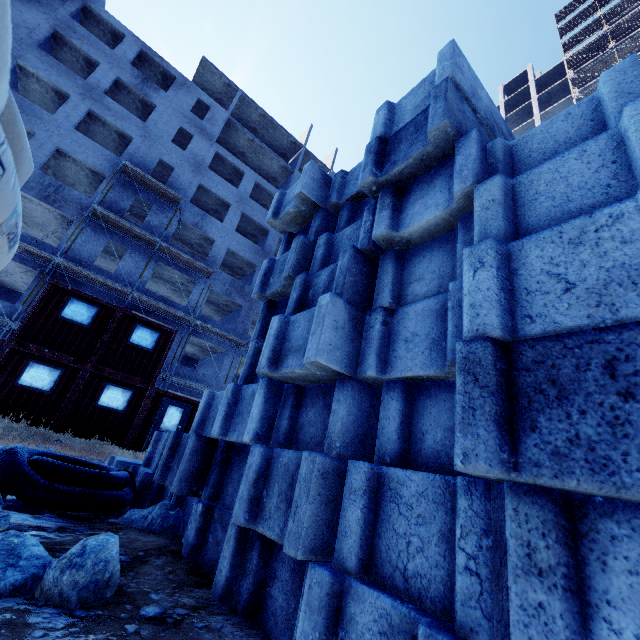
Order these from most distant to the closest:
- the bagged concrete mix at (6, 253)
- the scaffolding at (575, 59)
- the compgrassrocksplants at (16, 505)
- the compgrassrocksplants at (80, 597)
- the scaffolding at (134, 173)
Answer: the scaffolding at (575, 59) → the scaffolding at (134, 173) → the compgrassrocksplants at (16, 505) → the compgrassrocksplants at (80, 597) → the bagged concrete mix at (6, 253)

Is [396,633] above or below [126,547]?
above

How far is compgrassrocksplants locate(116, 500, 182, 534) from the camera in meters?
2.2 m

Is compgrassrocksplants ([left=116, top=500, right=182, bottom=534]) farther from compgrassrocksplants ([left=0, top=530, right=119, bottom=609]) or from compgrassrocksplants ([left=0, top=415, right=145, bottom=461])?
compgrassrocksplants ([left=0, top=415, right=145, bottom=461])

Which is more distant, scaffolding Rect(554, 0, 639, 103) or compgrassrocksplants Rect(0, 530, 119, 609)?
scaffolding Rect(554, 0, 639, 103)

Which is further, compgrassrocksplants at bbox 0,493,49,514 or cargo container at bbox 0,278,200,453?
cargo container at bbox 0,278,200,453

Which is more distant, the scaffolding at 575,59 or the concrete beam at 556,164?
the scaffolding at 575,59

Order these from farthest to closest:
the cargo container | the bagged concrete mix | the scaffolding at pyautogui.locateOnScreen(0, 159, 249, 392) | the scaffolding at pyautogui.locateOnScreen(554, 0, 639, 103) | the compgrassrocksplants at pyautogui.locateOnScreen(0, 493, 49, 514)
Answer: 1. the scaffolding at pyautogui.locateOnScreen(554, 0, 639, 103)
2. the scaffolding at pyautogui.locateOnScreen(0, 159, 249, 392)
3. the cargo container
4. the compgrassrocksplants at pyautogui.locateOnScreen(0, 493, 49, 514)
5. the bagged concrete mix
